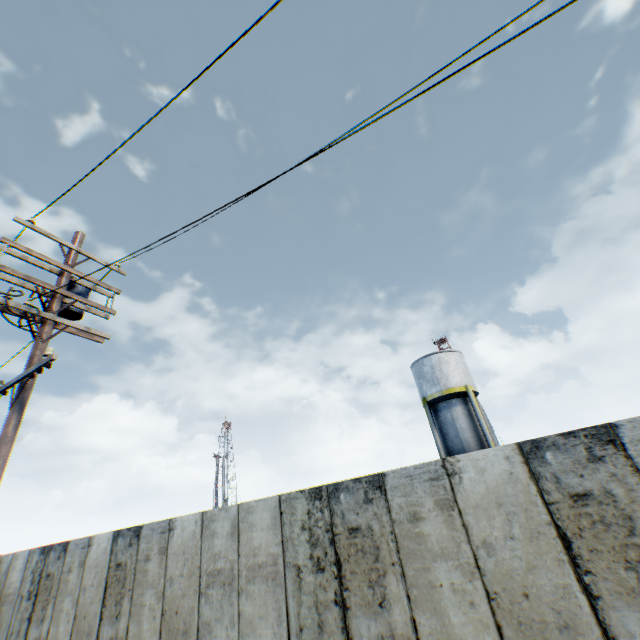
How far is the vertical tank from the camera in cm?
2131

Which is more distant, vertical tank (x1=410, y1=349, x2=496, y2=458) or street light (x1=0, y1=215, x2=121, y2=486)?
vertical tank (x1=410, y1=349, x2=496, y2=458)

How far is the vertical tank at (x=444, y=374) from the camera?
21.31m

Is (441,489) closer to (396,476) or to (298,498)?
(396,476)

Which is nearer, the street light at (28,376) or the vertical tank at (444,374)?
the street light at (28,376)
